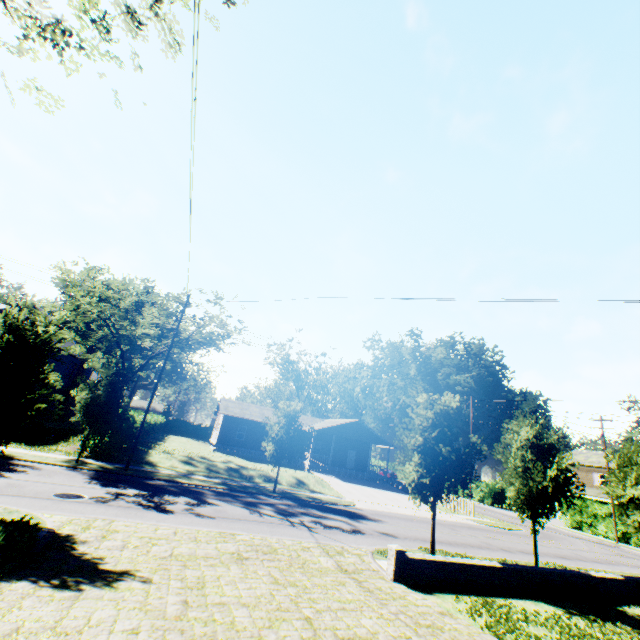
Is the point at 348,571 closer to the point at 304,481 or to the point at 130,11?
the point at 130,11

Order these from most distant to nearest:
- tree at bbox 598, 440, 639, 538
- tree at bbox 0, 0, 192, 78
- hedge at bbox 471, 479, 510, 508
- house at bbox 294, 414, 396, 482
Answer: hedge at bbox 471, 479, 510, 508, house at bbox 294, 414, 396, 482, tree at bbox 598, 440, 639, 538, tree at bbox 0, 0, 192, 78

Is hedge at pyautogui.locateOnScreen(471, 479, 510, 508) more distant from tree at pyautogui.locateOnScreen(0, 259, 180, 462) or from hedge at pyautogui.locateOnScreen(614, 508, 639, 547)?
tree at pyautogui.locateOnScreen(0, 259, 180, 462)

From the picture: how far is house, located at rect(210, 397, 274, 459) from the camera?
38.1m

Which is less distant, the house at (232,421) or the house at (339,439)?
the house at (339,439)

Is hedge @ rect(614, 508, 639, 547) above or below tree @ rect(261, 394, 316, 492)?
below

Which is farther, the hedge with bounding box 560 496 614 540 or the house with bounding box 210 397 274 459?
the house with bounding box 210 397 274 459

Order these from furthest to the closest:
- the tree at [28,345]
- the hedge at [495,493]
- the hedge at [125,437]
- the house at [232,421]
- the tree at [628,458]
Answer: the hedge at [495,493] → the house at [232,421] → the hedge at [125,437] → the tree at [628,458] → the tree at [28,345]
